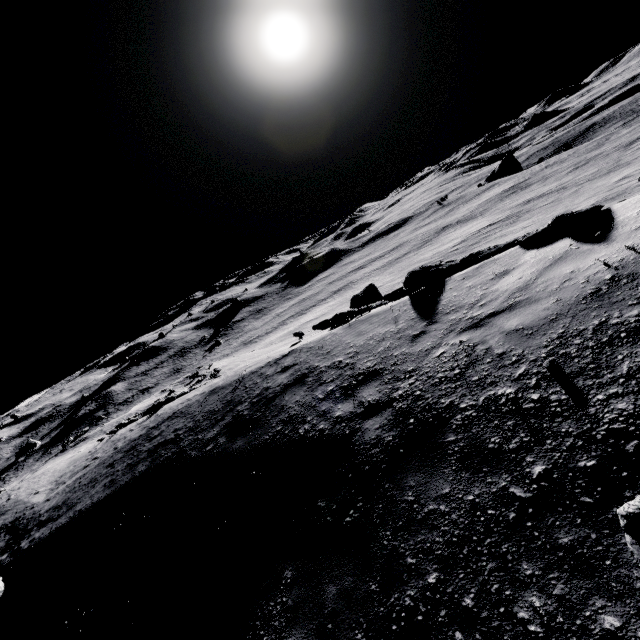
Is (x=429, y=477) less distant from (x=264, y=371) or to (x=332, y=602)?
(x=332, y=602)
